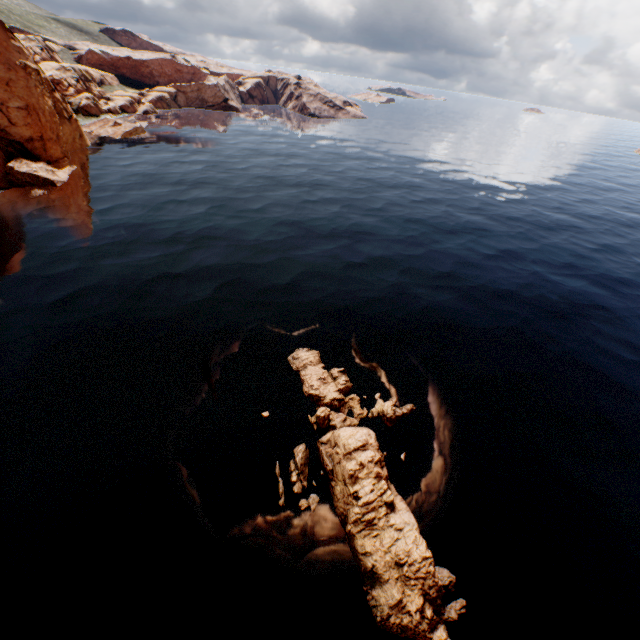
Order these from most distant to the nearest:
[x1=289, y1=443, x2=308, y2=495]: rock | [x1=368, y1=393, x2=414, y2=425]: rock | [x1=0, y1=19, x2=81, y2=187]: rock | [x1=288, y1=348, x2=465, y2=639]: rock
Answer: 1. [x1=0, y1=19, x2=81, y2=187]: rock
2. [x1=368, y1=393, x2=414, y2=425]: rock
3. [x1=289, y1=443, x2=308, y2=495]: rock
4. [x1=288, y1=348, x2=465, y2=639]: rock

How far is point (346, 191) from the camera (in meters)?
57.69

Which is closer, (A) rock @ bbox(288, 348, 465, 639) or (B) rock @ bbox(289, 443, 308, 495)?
(A) rock @ bbox(288, 348, 465, 639)

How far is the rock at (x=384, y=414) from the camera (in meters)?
21.19

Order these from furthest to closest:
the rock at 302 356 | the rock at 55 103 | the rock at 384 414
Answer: the rock at 55 103
the rock at 384 414
the rock at 302 356

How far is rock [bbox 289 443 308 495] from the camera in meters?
17.5 m
